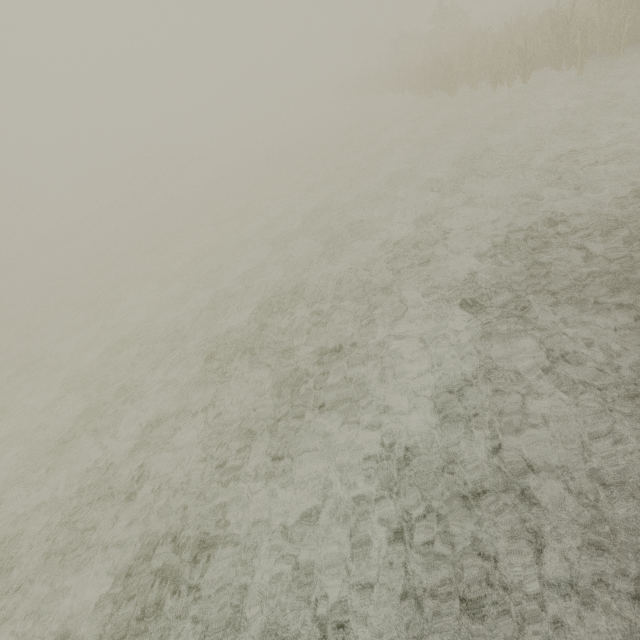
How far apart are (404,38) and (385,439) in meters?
47.9
